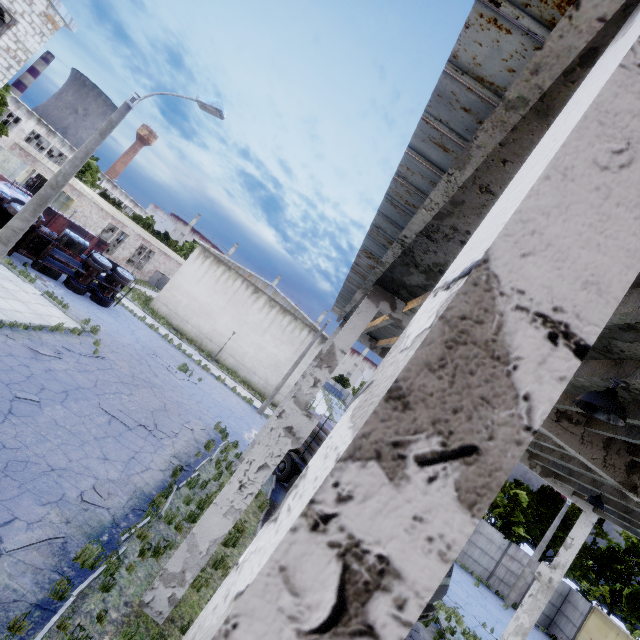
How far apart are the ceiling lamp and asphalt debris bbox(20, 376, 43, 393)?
13.1 meters

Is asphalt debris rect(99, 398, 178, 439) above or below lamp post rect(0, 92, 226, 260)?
below

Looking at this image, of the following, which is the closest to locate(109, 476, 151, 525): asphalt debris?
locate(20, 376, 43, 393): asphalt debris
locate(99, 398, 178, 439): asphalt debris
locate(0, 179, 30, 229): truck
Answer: locate(99, 398, 178, 439): asphalt debris

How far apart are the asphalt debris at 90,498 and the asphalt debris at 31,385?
3.7m

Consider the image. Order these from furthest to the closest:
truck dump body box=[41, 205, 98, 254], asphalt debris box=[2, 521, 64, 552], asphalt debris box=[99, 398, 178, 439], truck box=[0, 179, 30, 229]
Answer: truck dump body box=[41, 205, 98, 254], truck box=[0, 179, 30, 229], asphalt debris box=[99, 398, 178, 439], asphalt debris box=[2, 521, 64, 552]

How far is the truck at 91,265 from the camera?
18.45m

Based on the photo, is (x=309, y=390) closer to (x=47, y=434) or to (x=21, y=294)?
(x=47, y=434)

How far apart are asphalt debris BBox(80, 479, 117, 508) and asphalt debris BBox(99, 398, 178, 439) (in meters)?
2.64
